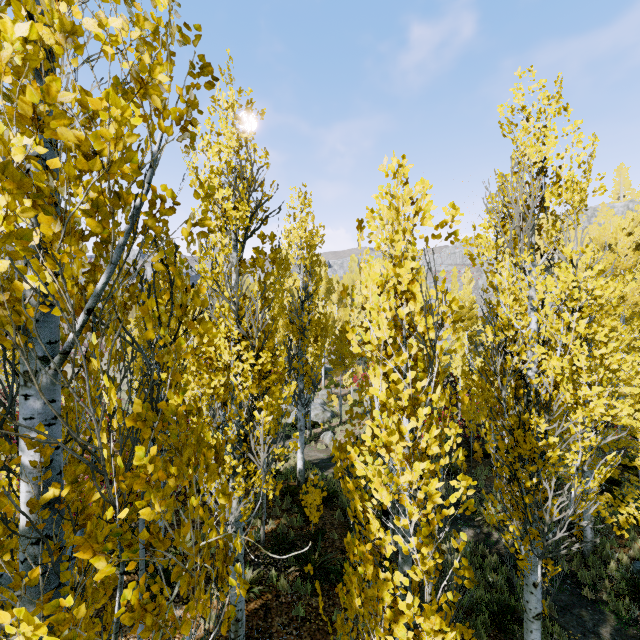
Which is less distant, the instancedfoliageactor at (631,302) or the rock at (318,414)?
the instancedfoliageactor at (631,302)

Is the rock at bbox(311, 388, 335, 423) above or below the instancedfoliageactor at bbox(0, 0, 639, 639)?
below

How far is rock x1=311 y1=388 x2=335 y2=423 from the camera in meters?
23.4

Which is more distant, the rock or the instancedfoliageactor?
the rock

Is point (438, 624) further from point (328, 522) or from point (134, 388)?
point (328, 522)

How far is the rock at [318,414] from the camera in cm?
2342
